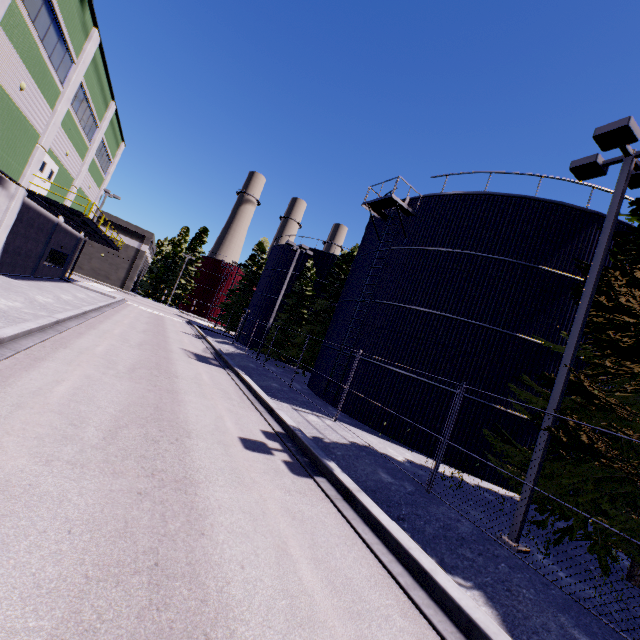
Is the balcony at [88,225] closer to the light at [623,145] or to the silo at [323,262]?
the silo at [323,262]

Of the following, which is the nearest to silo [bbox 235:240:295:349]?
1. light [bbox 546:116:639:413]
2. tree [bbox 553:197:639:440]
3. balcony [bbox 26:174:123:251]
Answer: tree [bbox 553:197:639:440]

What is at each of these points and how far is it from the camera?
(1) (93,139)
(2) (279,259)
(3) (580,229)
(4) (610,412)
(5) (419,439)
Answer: (1) building, 24.9m
(2) silo, 36.0m
(3) silo, 13.7m
(4) tree, 8.1m
(5) silo, 13.8m

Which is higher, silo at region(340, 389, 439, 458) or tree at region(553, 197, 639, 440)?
tree at region(553, 197, 639, 440)

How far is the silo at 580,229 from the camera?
13.4 meters

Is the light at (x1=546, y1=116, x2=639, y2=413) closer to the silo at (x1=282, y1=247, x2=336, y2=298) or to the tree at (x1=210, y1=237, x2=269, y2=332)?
the silo at (x1=282, y1=247, x2=336, y2=298)

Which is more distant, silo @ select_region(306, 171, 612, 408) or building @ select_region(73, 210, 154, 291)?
building @ select_region(73, 210, 154, 291)
